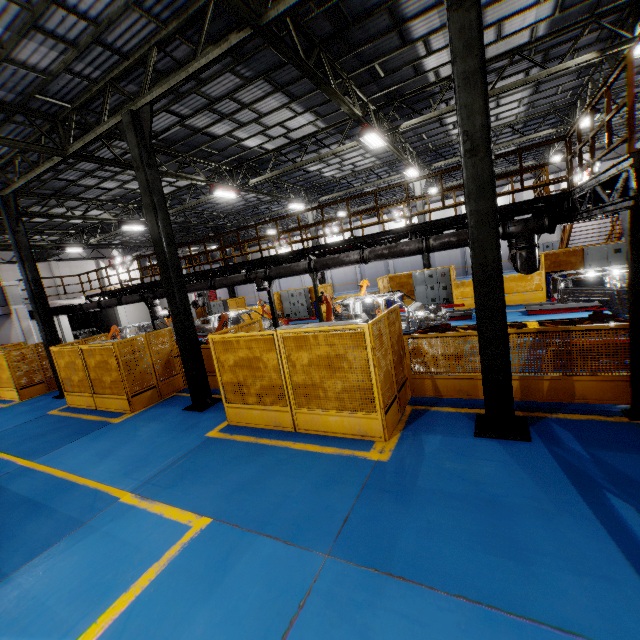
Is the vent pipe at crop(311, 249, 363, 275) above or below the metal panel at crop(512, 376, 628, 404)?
above

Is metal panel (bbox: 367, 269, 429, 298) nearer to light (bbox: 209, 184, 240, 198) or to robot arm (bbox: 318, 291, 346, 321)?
robot arm (bbox: 318, 291, 346, 321)

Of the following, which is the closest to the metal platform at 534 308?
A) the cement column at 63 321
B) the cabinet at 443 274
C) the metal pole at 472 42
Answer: the cabinet at 443 274

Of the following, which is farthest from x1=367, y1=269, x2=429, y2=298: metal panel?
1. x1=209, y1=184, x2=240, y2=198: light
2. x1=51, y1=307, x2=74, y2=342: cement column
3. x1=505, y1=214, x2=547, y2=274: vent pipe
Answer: x1=209, y1=184, x2=240, y2=198: light

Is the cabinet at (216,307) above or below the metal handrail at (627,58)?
below

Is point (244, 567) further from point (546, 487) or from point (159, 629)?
point (546, 487)

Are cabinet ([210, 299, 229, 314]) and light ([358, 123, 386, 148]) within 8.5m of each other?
no

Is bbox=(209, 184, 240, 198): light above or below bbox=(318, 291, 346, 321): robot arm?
above
